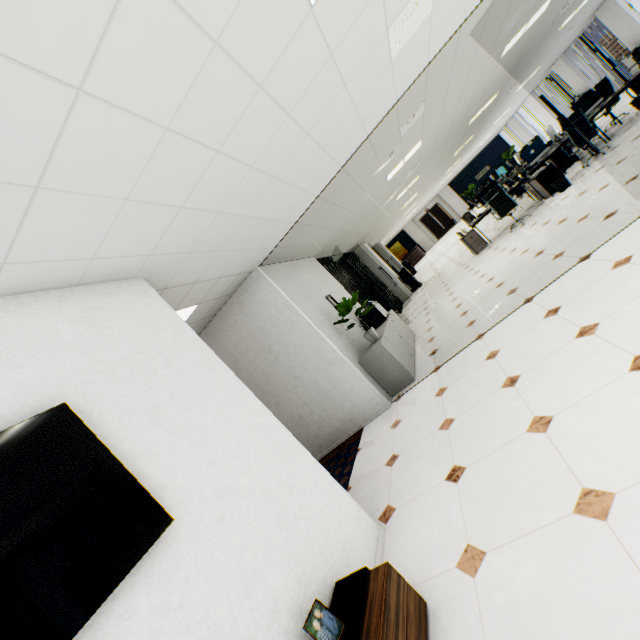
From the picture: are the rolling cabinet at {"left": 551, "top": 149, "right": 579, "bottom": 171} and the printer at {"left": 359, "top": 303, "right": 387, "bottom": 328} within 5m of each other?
no

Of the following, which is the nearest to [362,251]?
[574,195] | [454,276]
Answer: [454,276]

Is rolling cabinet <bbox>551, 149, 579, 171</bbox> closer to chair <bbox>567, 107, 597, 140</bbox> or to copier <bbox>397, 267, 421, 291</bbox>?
chair <bbox>567, 107, 597, 140</bbox>

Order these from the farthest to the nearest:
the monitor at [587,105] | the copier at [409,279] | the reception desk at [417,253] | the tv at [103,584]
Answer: the reception desk at [417,253] → the copier at [409,279] → the monitor at [587,105] → the tv at [103,584]

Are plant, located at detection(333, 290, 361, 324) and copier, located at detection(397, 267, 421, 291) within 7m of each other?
no

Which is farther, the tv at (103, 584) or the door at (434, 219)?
the door at (434, 219)

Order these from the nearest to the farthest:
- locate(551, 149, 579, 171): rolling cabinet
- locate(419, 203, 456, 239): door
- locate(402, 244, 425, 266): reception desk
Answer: locate(551, 149, 579, 171): rolling cabinet
locate(402, 244, 425, 266): reception desk
locate(419, 203, 456, 239): door

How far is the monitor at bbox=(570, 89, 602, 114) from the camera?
8.2m
